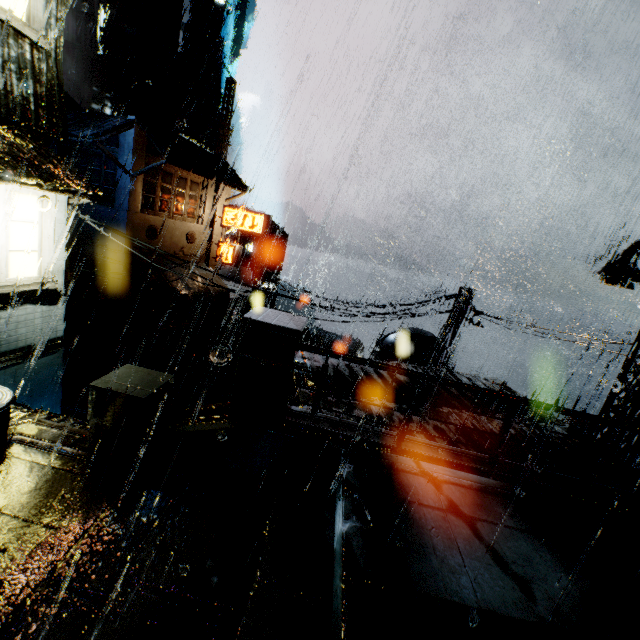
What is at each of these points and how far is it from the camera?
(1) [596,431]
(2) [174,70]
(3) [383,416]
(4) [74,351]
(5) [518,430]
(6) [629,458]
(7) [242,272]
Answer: (1) street light, 10.08m
(2) building vent, 37.53m
(3) building, 7.74m
(4) stairs, 20.52m
(5) building, 8.70m
(6) street light, 9.38m
(7) gear, 43.84m

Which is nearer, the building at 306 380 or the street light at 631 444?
the building at 306 380

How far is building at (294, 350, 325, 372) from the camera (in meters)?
9.49

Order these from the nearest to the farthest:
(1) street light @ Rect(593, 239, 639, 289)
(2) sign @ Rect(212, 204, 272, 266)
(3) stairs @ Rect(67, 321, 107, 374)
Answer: (1) street light @ Rect(593, 239, 639, 289), (3) stairs @ Rect(67, 321, 107, 374), (2) sign @ Rect(212, 204, 272, 266)

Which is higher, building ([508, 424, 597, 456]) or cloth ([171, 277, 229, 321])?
building ([508, 424, 597, 456])

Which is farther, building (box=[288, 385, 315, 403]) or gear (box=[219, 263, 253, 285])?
gear (box=[219, 263, 253, 285])

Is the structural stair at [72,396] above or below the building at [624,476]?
below
